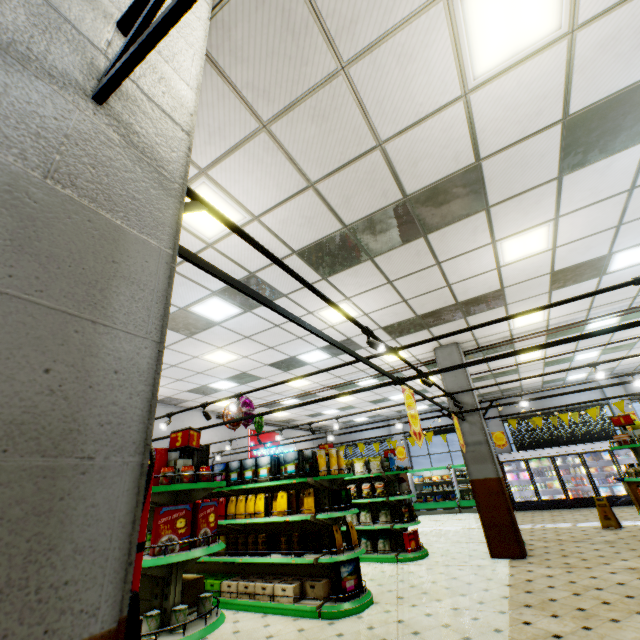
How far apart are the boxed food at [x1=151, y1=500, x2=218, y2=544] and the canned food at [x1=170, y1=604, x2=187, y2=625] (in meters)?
0.46

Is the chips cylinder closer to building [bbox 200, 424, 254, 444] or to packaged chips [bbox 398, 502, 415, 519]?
building [bbox 200, 424, 254, 444]

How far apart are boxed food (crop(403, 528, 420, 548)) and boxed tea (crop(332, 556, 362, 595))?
2.7 meters

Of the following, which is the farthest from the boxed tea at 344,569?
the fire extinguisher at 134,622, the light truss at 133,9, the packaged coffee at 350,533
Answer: the light truss at 133,9

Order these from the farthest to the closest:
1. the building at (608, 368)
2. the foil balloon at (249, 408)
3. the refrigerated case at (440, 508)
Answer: the refrigerated case at (440, 508) → the building at (608, 368) → the foil balloon at (249, 408)

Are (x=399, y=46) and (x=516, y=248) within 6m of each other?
yes

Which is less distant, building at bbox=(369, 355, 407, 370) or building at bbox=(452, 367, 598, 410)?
building at bbox=(452, 367, 598, 410)

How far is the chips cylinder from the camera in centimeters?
593cm
